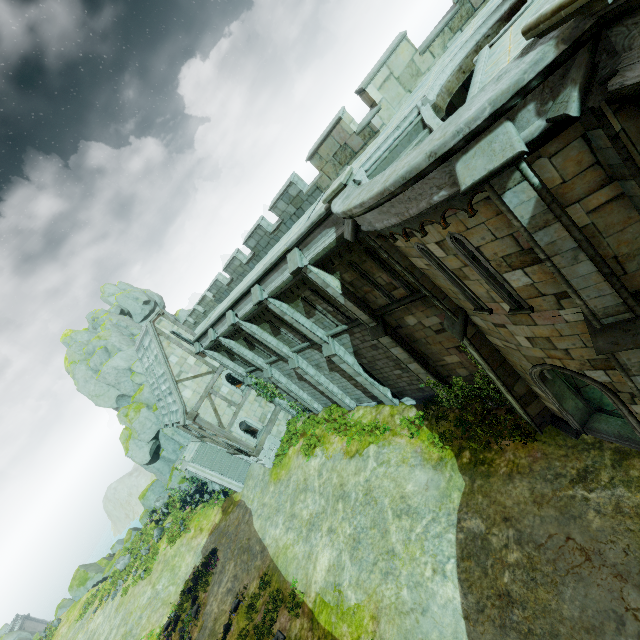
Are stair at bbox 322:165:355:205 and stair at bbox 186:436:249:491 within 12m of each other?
no

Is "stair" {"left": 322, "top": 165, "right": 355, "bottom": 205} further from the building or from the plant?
the plant

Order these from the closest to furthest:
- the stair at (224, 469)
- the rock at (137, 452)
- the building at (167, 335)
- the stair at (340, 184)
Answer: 1. the stair at (340, 184)
2. the building at (167, 335)
3. the stair at (224, 469)
4. the rock at (137, 452)

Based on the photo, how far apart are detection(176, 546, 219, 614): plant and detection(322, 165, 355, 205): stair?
26.8 meters

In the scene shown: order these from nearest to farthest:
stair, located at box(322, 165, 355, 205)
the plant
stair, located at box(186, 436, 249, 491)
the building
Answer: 1. stair, located at box(322, 165, 355, 205)
2. the plant
3. the building
4. stair, located at box(186, 436, 249, 491)

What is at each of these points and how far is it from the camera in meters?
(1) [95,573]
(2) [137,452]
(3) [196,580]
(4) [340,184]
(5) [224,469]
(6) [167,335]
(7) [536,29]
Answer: (1) rock, 41.3 m
(2) rock, 33.9 m
(3) plant, 22.8 m
(4) stair, 9.0 m
(5) stair, 28.0 m
(6) building, 23.2 m
(7) stone cap, 3.7 m

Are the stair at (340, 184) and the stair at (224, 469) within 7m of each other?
no

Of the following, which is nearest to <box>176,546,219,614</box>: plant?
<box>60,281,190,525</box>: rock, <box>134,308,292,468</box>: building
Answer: <box>134,308,292,468</box>: building
